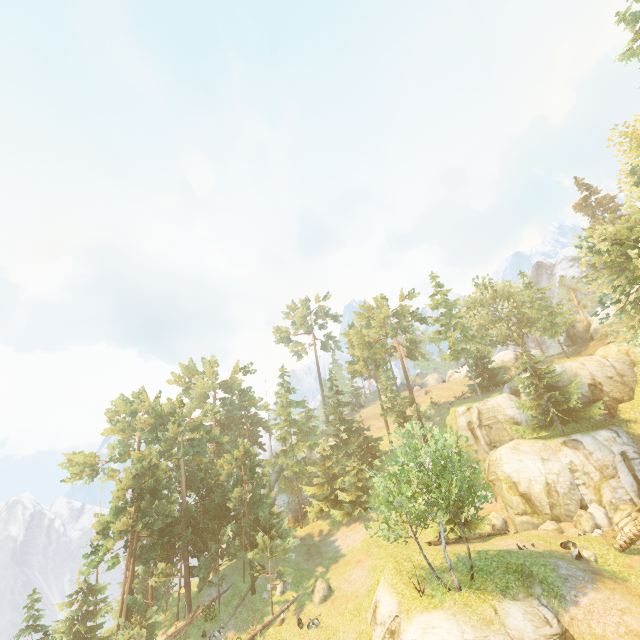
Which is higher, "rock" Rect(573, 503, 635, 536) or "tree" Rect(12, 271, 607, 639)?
"tree" Rect(12, 271, 607, 639)

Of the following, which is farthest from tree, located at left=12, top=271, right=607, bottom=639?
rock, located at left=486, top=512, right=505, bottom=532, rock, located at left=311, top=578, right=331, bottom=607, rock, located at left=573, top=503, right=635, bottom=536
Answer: rock, located at left=573, top=503, right=635, bottom=536

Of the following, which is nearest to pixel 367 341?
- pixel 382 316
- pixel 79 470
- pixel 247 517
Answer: pixel 382 316

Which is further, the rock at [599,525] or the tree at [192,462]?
the rock at [599,525]

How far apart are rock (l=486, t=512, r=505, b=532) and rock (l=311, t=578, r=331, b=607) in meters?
15.7

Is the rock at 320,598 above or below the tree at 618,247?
below

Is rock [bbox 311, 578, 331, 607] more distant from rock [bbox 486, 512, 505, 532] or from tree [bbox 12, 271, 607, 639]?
rock [bbox 486, 512, 505, 532]
